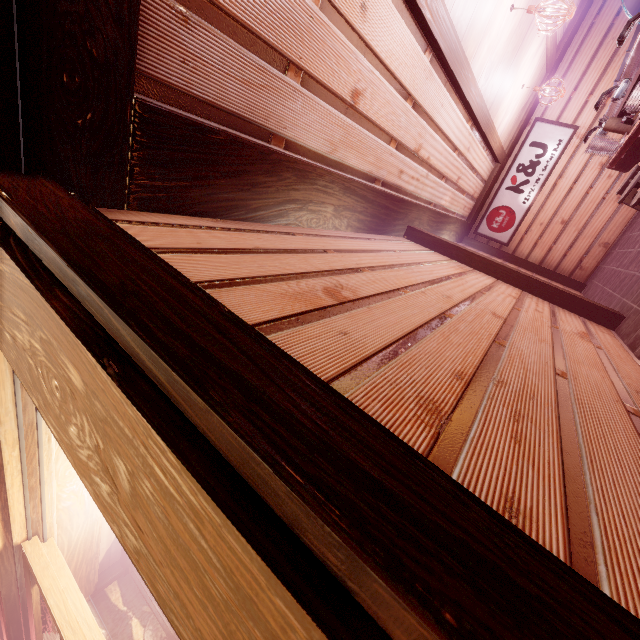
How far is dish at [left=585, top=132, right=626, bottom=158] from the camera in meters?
7.9

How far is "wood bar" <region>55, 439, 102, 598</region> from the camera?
4.11m

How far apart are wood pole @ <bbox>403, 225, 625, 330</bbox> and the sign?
7.6 meters

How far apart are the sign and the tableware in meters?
5.5 m

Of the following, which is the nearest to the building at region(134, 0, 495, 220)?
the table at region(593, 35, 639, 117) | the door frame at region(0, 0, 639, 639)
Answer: the door frame at region(0, 0, 639, 639)

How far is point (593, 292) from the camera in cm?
1096

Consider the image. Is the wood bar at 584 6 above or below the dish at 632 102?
above

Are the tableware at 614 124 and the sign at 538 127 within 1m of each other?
no
